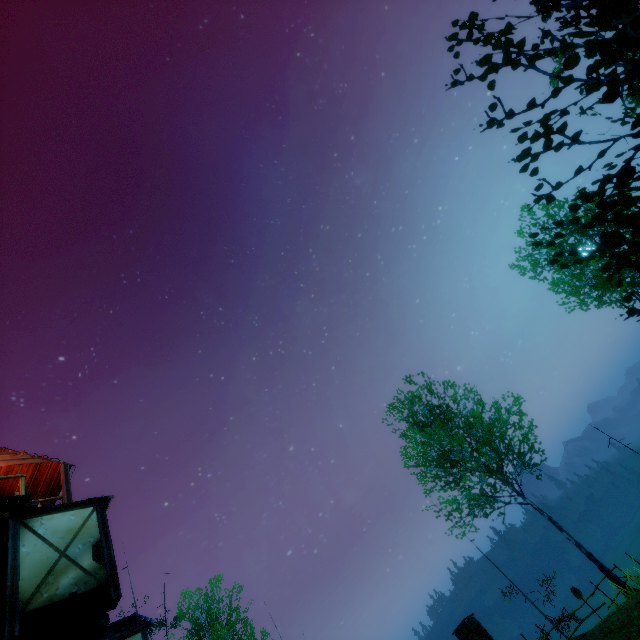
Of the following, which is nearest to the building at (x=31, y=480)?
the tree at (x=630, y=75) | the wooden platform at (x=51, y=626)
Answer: the wooden platform at (x=51, y=626)

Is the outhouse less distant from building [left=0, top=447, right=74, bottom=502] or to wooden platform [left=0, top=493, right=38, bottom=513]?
building [left=0, top=447, right=74, bottom=502]

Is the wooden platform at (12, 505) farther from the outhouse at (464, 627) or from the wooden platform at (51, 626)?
the outhouse at (464, 627)

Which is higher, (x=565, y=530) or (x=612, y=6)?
(x=612, y=6)

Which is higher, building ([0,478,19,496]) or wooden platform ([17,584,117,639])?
building ([0,478,19,496])

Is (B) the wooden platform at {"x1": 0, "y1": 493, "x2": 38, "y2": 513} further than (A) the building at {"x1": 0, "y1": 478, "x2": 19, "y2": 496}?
No

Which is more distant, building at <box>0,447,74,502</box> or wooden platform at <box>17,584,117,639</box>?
building at <box>0,447,74,502</box>

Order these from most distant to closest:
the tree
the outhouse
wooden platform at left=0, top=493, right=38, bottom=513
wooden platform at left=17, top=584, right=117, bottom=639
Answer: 1. the outhouse
2. wooden platform at left=0, top=493, right=38, bottom=513
3. wooden platform at left=17, top=584, right=117, bottom=639
4. the tree
